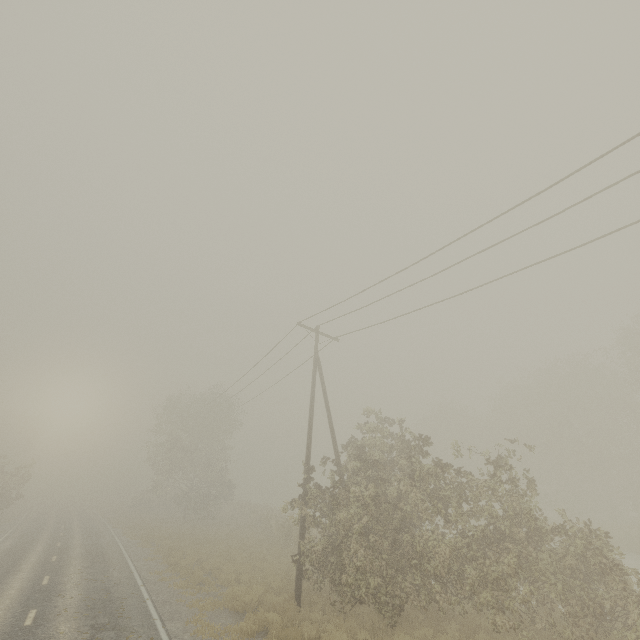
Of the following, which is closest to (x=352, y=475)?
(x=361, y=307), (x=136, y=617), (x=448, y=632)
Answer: (x=448, y=632)
